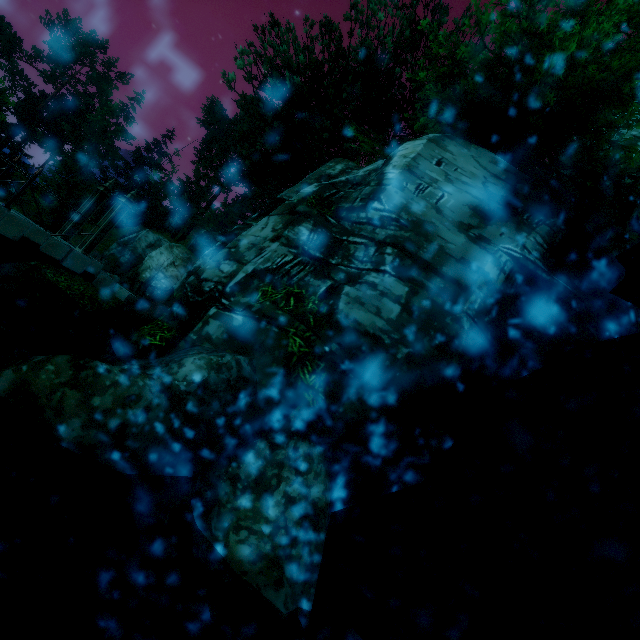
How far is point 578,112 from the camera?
7.73m

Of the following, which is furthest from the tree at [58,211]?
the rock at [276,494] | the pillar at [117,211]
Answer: the rock at [276,494]

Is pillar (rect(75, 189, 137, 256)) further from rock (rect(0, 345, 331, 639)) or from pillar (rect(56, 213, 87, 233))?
rock (rect(0, 345, 331, 639))

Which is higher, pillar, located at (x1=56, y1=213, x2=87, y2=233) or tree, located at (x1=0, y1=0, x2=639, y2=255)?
tree, located at (x1=0, y1=0, x2=639, y2=255)

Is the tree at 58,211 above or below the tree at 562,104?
below

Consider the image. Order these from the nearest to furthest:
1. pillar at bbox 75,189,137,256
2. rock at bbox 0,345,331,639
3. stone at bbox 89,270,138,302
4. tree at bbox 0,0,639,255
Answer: rock at bbox 0,345,331,639 < tree at bbox 0,0,639,255 < pillar at bbox 75,189,137,256 < stone at bbox 89,270,138,302

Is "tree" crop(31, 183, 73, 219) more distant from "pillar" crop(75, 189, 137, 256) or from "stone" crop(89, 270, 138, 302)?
"stone" crop(89, 270, 138, 302)
